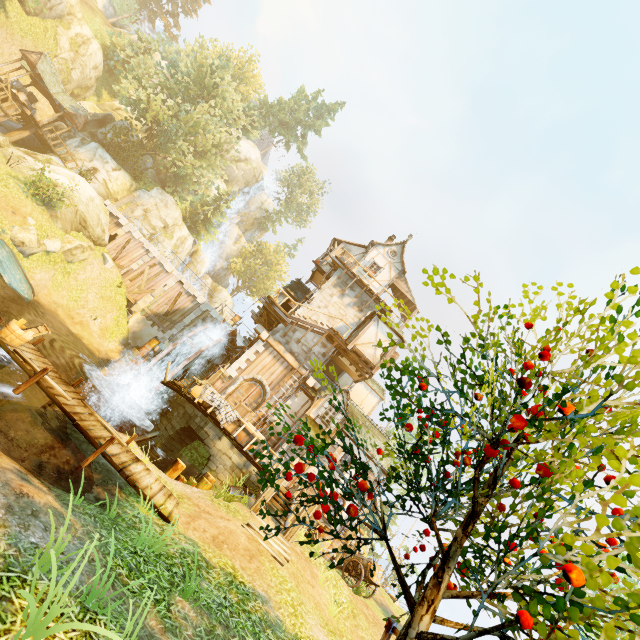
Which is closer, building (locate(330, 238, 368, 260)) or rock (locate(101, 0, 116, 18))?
building (locate(330, 238, 368, 260))

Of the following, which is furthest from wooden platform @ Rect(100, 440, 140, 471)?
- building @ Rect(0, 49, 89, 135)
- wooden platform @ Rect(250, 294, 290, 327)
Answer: building @ Rect(0, 49, 89, 135)

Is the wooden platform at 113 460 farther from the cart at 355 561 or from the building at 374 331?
the cart at 355 561

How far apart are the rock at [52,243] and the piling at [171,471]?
17.45m

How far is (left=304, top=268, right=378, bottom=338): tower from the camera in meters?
22.4 m

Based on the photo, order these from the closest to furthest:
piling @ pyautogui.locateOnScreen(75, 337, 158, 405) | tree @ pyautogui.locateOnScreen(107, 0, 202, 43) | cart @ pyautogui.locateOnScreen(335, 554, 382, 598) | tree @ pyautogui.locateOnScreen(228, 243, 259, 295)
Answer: cart @ pyautogui.locateOnScreen(335, 554, 382, 598) < piling @ pyautogui.locateOnScreen(75, 337, 158, 405) < tree @ pyautogui.locateOnScreen(107, 0, 202, 43) < tree @ pyautogui.locateOnScreen(228, 243, 259, 295)

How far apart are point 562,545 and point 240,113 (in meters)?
45.07

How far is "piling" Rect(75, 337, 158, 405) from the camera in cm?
1745
